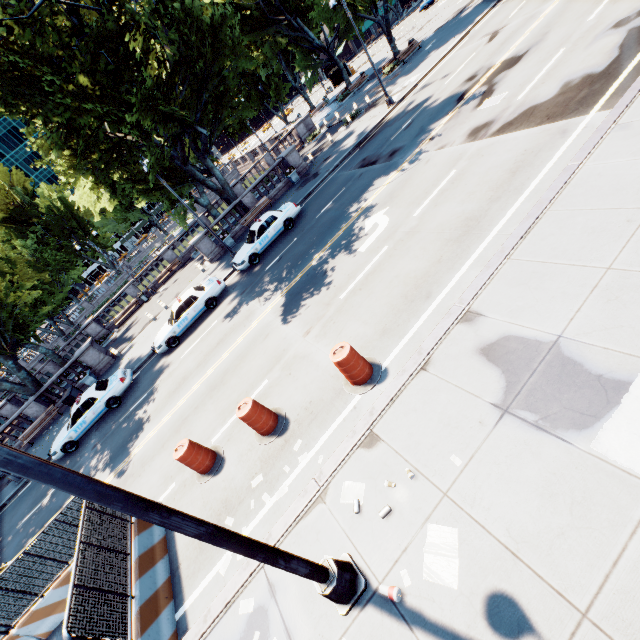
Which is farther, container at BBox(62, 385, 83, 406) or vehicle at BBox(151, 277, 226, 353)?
container at BBox(62, 385, 83, 406)

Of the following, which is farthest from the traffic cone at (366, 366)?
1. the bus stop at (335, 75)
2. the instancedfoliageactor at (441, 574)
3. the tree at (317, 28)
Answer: the bus stop at (335, 75)

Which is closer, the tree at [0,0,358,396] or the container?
the tree at [0,0,358,396]

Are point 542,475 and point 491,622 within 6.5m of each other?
yes

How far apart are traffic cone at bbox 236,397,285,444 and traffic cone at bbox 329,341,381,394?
1.8 meters

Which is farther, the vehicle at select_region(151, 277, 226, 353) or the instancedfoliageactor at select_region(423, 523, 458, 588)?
the vehicle at select_region(151, 277, 226, 353)

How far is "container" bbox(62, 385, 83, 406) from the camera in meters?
21.1 m

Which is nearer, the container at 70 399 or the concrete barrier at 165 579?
the concrete barrier at 165 579
